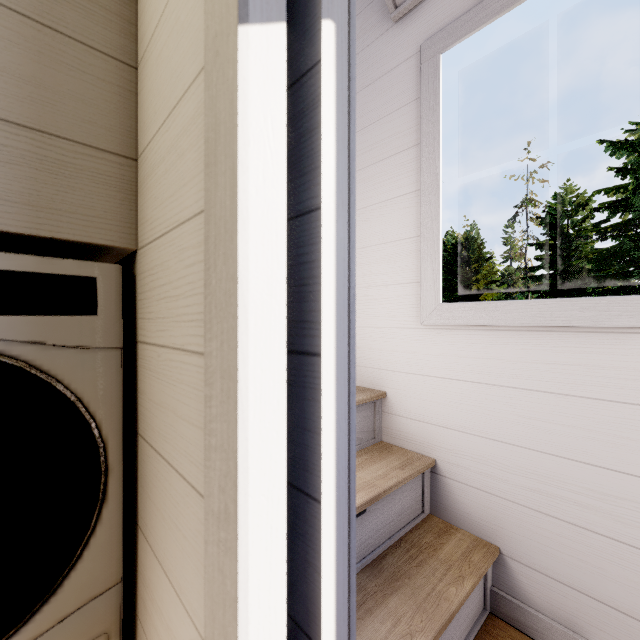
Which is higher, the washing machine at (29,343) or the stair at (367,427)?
the washing machine at (29,343)

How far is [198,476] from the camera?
0.5m

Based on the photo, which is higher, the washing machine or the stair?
the washing machine
